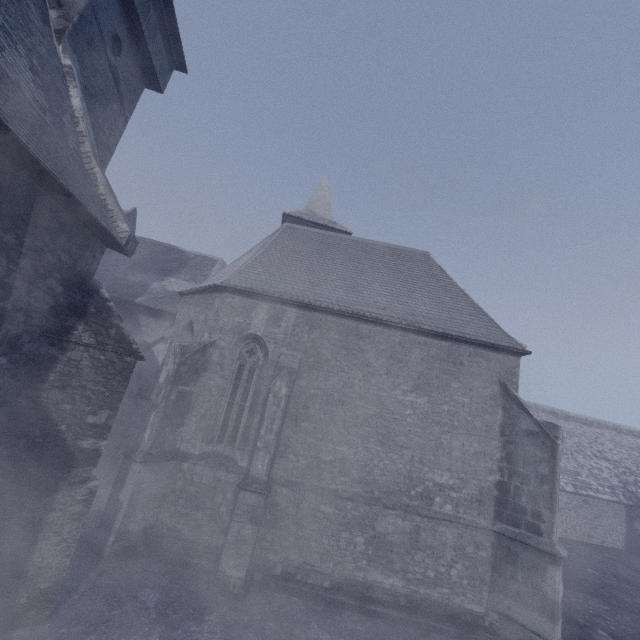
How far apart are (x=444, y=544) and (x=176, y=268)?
16.9m
